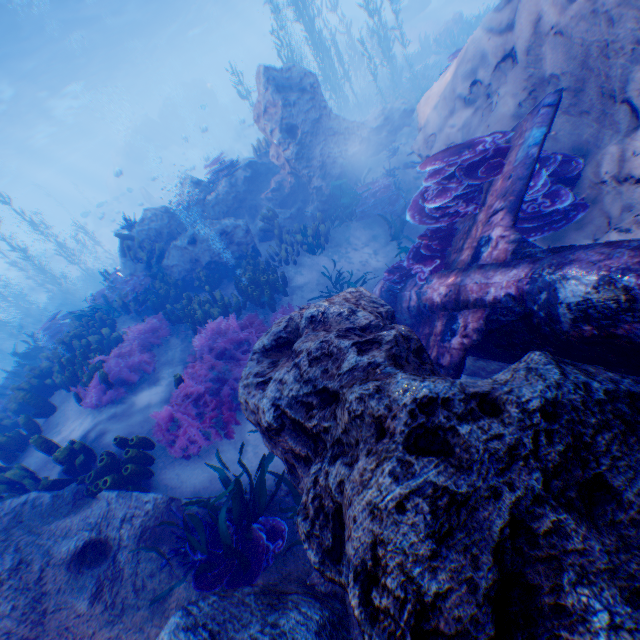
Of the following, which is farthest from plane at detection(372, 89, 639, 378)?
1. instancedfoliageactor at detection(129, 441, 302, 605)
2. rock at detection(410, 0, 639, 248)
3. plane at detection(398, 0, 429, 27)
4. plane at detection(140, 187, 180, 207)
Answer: plane at detection(398, 0, 429, 27)

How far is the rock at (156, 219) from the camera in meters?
9.2 m

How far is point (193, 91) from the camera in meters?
40.0

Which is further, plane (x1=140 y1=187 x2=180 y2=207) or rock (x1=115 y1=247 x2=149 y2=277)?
plane (x1=140 y1=187 x2=180 y2=207)

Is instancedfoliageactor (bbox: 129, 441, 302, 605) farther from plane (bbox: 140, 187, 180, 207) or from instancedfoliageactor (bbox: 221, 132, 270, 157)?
plane (bbox: 140, 187, 180, 207)

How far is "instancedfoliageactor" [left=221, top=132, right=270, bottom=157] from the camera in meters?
11.8

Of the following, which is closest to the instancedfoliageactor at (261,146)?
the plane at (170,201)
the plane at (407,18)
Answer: the plane at (170,201)

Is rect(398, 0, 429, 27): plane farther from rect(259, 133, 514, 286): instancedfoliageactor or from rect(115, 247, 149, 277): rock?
rect(259, 133, 514, 286): instancedfoliageactor
